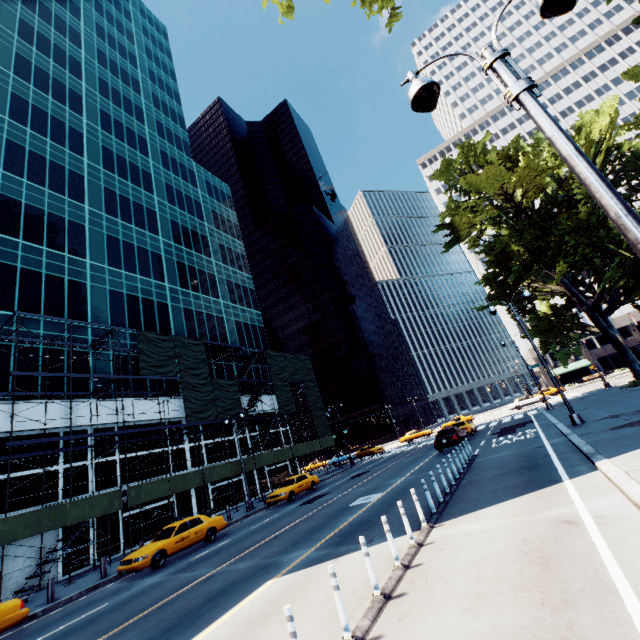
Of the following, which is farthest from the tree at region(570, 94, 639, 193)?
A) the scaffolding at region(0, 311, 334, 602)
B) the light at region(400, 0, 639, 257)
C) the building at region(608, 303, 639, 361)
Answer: the scaffolding at region(0, 311, 334, 602)

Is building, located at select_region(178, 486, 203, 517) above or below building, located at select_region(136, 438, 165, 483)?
below

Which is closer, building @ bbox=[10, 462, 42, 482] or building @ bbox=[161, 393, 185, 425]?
building @ bbox=[10, 462, 42, 482]

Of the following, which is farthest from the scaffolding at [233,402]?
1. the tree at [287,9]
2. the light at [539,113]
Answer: the light at [539,113]

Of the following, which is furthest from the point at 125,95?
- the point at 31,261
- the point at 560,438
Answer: the point at 560,438

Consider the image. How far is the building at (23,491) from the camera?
19.2 meters

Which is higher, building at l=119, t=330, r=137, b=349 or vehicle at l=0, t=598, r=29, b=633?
building at l=119, t=330, r=137, b=349
